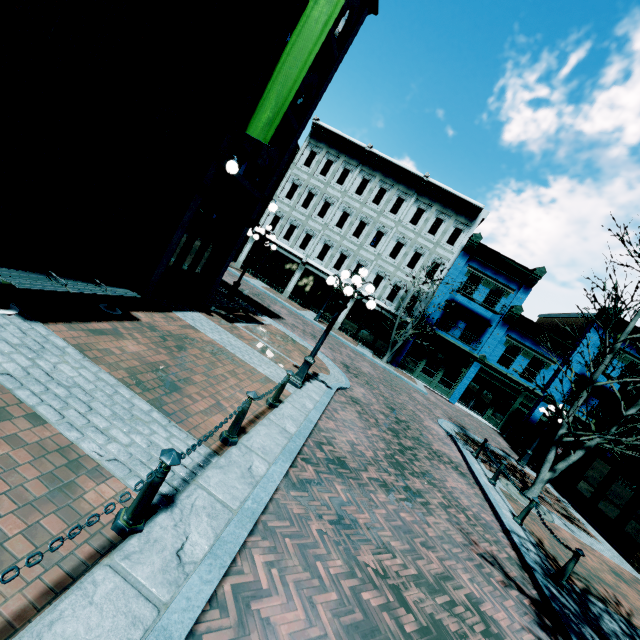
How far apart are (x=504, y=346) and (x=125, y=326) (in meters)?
24.48

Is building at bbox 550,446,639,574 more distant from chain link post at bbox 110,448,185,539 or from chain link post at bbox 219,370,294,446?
chain link post at bbox 110,448,185,539

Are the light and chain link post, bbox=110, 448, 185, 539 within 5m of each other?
no

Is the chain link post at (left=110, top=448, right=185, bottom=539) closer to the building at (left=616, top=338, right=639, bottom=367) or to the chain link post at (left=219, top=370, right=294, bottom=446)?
the chain link post at (left=219, top=370, right=294, bottom=446)

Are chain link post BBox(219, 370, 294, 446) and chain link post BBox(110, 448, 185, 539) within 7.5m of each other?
yes

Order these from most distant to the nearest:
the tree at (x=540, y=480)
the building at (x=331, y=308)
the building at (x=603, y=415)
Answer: the building at (x=331, y=308)
the building at (x=603, y=415)
the tree at (x=540, y=480)

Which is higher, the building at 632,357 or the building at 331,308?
the building at 632,357

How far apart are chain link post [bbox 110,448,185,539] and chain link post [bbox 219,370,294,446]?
1.3 meters
